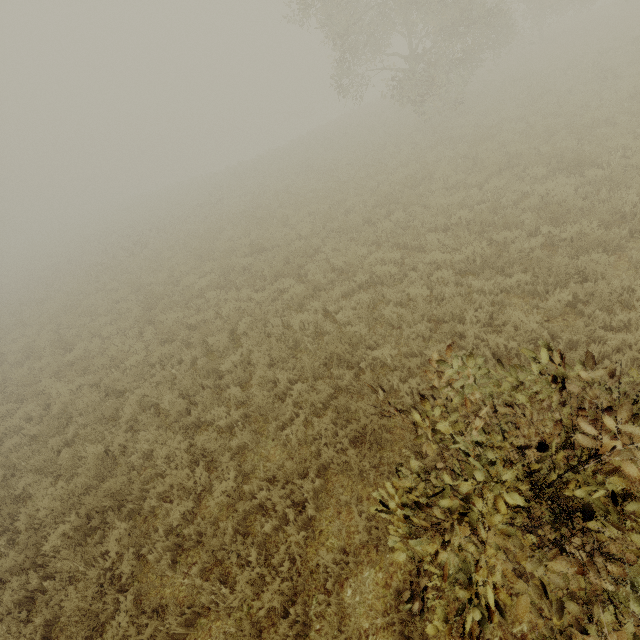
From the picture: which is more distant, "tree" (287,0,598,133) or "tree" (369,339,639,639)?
"tree" (287,0,598,133)

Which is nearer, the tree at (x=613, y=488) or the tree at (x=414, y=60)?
the tree at (x=613, y=488)

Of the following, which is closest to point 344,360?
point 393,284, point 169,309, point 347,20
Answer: point 393,284
